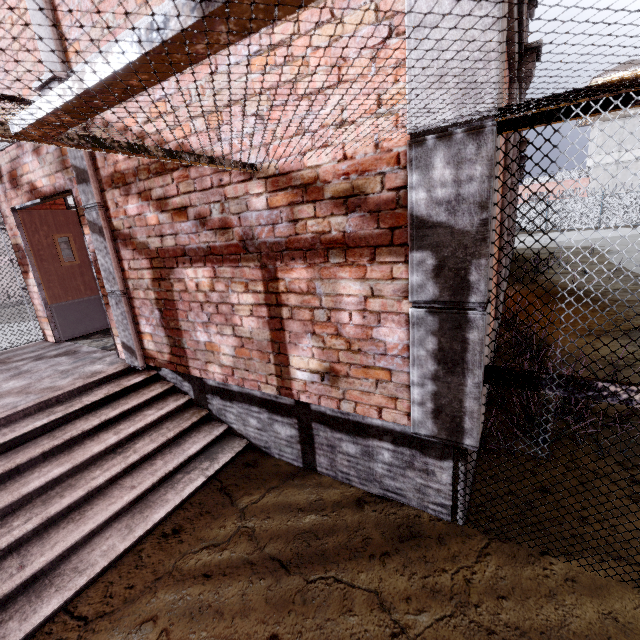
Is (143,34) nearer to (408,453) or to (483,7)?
(483,7)

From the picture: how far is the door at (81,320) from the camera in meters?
5.2 m

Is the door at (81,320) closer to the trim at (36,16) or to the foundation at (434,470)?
the trim at (36,16)

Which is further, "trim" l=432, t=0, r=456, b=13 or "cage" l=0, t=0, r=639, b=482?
"trim" l=432, t=0, r=456, b=13

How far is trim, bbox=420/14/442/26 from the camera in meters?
1.6

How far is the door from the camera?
5.2m

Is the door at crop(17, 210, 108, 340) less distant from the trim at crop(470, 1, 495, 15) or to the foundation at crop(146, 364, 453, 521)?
the trim at crop(470, 1, 495, 15)

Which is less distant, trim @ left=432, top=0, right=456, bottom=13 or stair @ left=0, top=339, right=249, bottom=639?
trim @ left=432, top=0, right=456, bottom=13
